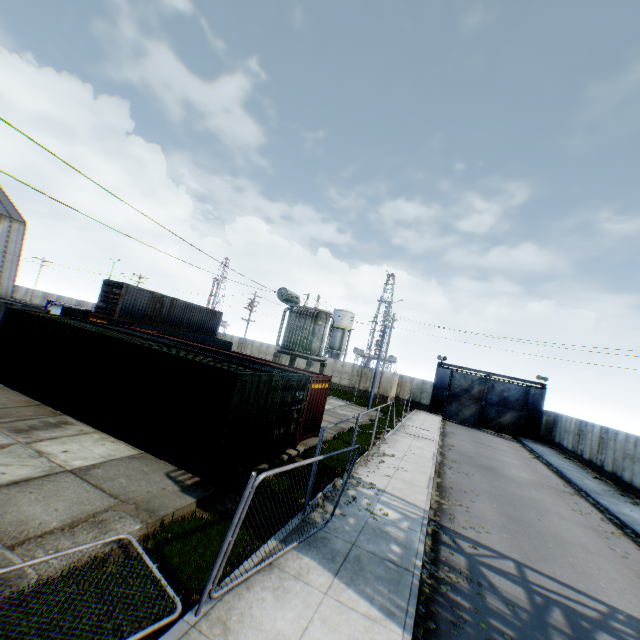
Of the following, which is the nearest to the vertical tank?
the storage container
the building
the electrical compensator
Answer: the electrical compensator

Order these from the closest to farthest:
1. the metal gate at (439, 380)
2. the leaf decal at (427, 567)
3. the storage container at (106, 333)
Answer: the leaf decal at (427, 567), the storage container at (106, 333), the metal gate at (439, 380)

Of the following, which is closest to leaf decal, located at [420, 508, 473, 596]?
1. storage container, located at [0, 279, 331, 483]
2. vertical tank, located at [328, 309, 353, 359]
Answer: storage container, located at [0, 279, 331, 483]

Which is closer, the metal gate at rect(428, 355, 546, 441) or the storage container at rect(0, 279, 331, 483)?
the storage container at rect(0, 279, 331, 483)

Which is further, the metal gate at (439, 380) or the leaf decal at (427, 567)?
the metal gate at (439, 380)

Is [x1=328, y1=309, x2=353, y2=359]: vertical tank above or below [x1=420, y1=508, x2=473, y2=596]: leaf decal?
above

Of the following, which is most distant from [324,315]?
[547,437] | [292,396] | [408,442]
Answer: [547,437]

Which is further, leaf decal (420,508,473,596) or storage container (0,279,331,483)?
storage container (0,279,331,483)
